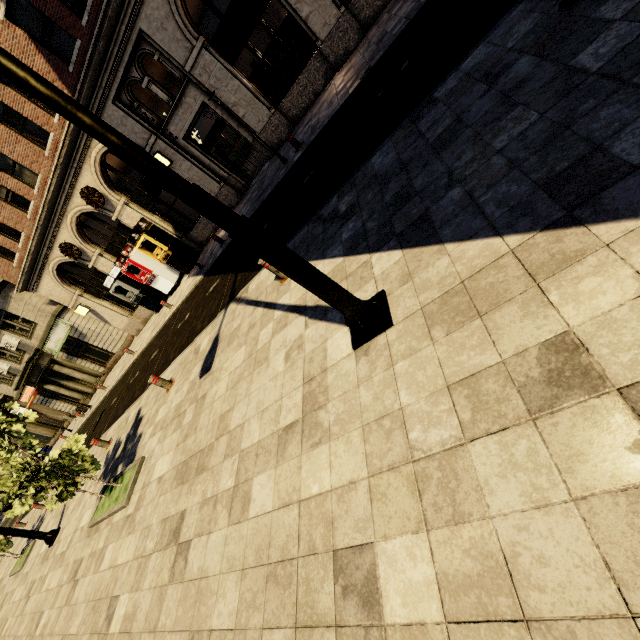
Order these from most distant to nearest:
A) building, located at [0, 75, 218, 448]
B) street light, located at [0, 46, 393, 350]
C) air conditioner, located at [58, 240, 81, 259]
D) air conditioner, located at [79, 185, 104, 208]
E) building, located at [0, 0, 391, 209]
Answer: air conditioner, located at [58, 240, 81, 259]
air conditioner, located at [79, 185, 104, 208]
building, located at [0, 75, 218, 448]
building, located at [0, 0, 391, 209]
street light, located at [0, 46, 393, 350]

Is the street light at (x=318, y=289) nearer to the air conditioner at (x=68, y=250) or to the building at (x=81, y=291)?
the building at (x=81, y=291)

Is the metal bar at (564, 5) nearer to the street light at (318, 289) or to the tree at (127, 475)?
the tree at (127, 475)

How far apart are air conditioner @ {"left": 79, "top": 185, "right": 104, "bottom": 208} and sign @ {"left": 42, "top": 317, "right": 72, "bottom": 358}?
9.9m

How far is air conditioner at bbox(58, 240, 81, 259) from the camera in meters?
17.1

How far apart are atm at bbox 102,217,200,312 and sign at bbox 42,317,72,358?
8.0 meters

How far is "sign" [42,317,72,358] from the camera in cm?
2155

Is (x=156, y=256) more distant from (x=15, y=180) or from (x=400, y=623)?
(x=400, y=623)
